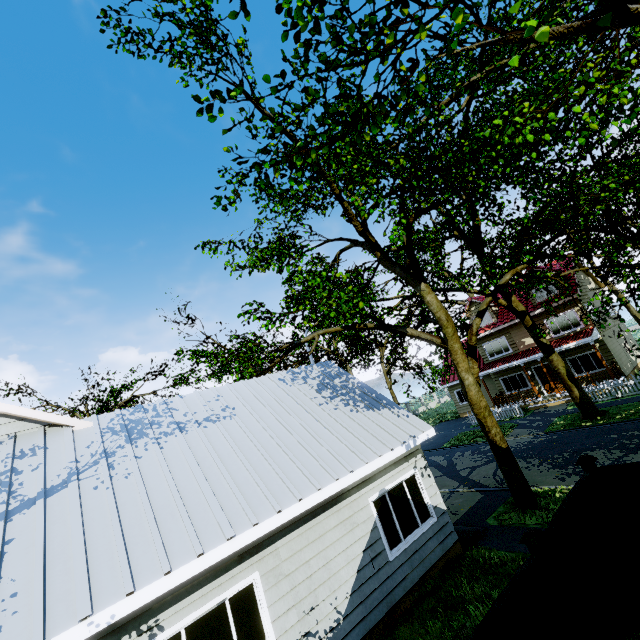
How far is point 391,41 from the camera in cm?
416

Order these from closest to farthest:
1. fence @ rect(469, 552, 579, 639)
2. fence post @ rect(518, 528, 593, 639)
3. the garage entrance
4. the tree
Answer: fence @ rect(469, 552, 579, 639) → fence post @ rect(518, 528, 593, 639) → the tree → the garage entrance

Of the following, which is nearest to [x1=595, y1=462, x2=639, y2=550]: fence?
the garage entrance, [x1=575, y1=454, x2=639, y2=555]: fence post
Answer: [x1=575, y1=454, x2=639, y2=555]: fence post

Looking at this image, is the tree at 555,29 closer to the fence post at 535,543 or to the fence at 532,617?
the fence at 532,617

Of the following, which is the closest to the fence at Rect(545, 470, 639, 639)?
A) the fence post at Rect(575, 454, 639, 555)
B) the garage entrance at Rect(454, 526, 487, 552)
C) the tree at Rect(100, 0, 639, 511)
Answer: the fence post at Rect(575, 454, 639, 555)

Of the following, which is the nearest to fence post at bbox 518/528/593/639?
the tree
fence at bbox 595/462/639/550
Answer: fence at bbox 595/462/639/550

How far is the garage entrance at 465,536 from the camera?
8.9 meters
